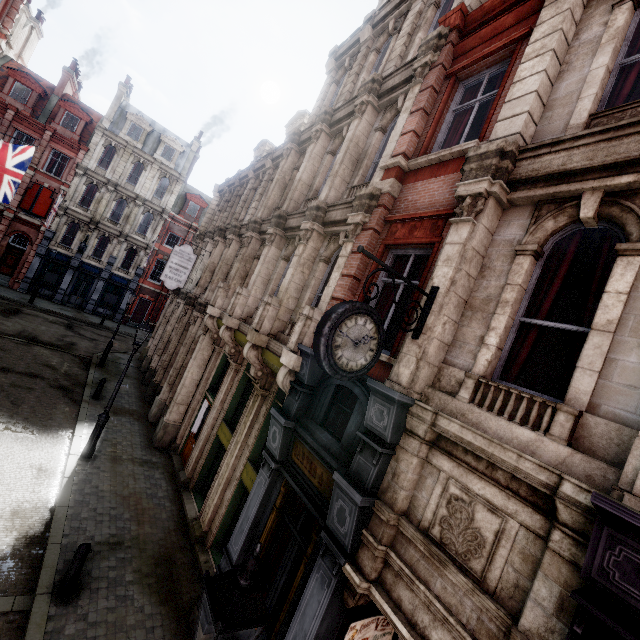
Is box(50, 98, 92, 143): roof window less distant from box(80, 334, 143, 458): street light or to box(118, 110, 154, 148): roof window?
box(118, 110, 154, 148): roof window

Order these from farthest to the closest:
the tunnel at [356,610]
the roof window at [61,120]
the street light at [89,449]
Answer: the roof window at [61,120]
the street light at [89,449]
the tunnel at [356,610]

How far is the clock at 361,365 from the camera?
3.86m

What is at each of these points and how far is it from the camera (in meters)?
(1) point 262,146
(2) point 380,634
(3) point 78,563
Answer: (1) roof window, 21.02
(2) poster, 5.45
(3) post, 6.23

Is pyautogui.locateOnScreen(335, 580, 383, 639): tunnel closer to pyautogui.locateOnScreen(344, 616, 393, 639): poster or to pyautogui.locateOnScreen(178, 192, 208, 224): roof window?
pyautogui.locateOnScreen(344, 616, 393, 639): poster

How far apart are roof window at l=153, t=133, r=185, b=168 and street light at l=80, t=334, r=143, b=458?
29.3 meters

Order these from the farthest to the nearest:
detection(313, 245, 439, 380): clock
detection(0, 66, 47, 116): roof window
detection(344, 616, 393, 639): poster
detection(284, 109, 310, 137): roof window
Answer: detection(0, 66, 47, 116): roof window, detection(284, 109, 310, 137): roof window, detection(344, 616, 393, 639): poster, detection(313, 245, 439, 380): clock

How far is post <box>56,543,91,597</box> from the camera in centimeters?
618cm
